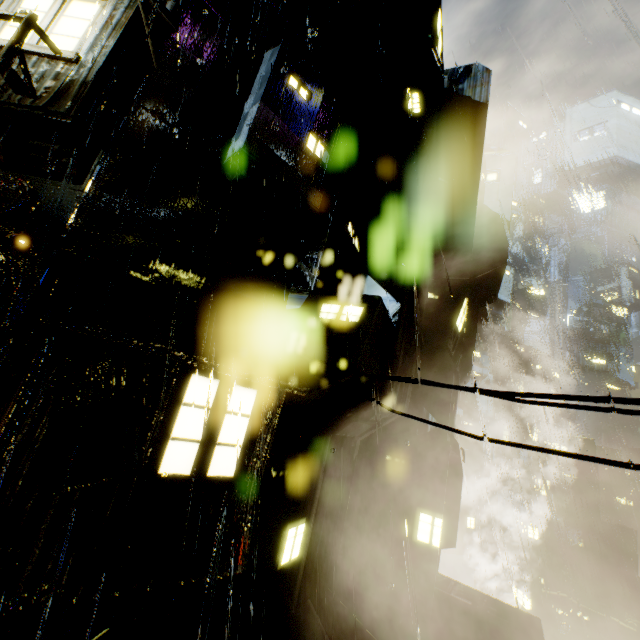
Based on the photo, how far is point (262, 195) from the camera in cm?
925

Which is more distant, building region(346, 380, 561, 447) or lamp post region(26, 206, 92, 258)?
building region(346, 380, 561, 447)

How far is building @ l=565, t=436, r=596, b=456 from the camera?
58.31m

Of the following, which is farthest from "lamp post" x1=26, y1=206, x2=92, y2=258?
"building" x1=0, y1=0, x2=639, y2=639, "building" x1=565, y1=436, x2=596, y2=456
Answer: "building" x1=565, y1=436, x2=596, y2=456

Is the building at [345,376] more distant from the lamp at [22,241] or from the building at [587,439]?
the building at [587,439]

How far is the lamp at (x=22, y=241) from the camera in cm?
566
